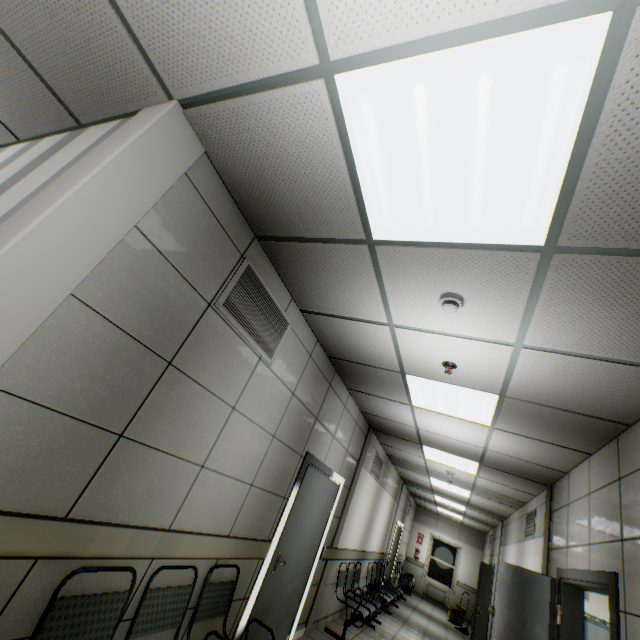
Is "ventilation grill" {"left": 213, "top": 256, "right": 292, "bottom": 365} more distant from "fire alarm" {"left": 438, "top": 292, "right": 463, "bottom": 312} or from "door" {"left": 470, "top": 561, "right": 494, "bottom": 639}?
"door" {"left": 470, "top": 561, "right": 494, "bottom": 639}

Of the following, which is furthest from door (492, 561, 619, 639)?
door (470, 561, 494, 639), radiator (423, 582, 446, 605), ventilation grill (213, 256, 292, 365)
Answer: radiator (423, 582, 446, 605)

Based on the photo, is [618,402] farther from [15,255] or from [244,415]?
[15,255]

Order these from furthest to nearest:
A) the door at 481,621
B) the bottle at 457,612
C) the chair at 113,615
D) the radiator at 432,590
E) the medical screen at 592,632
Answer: the radiator at 432,590 → the bottle at 457,612 → the door at 481,621 → the medical screen at 592,632 → the chair at 113,615

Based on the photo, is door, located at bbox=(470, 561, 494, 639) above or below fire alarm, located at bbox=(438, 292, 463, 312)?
below

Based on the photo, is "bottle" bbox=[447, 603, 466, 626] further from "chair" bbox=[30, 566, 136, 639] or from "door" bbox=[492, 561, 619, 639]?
"chair" bbox=[30, 566, 136, 639]

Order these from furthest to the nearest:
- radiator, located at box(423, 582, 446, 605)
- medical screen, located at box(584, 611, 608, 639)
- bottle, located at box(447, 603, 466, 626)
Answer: radiator, located at box(423, 582, 446, 605), bottle, located at box(447, 603, 466, 626), medical screen, located at box(584, 611, 608, 639)

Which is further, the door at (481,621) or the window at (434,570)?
the window at (434,570)
